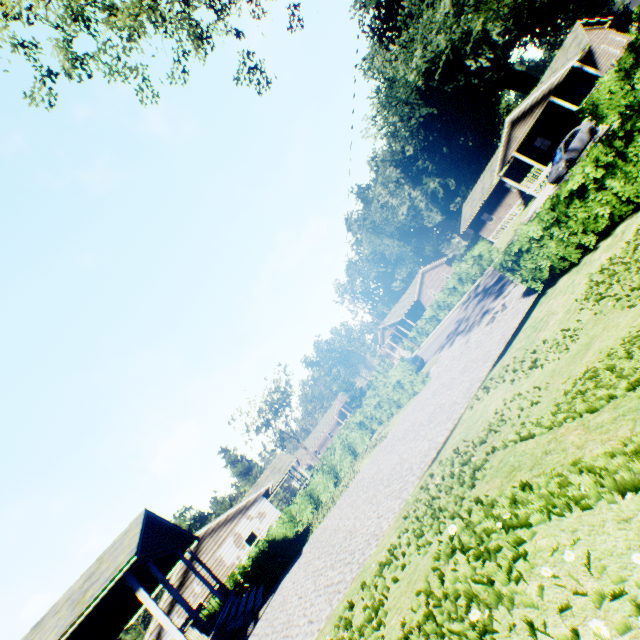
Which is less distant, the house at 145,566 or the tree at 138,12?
the tree at 138,12

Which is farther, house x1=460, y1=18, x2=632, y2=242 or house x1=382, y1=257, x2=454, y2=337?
house x1=382, y1=257, x2=454, y2=337

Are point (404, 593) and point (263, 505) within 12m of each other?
no

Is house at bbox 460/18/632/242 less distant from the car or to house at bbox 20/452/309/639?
the car

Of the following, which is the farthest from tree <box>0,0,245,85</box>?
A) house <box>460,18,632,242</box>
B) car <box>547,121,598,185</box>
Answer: car <box>547,121,598,185</box>

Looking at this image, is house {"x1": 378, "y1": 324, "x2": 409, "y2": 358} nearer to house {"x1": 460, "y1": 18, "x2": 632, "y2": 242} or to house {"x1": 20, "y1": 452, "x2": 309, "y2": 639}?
house {"x1": 460, "y1": 18, "x2": 632, "y2": 242}

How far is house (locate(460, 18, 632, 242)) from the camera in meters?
28.1

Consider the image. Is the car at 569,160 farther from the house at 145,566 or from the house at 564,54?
the house at 145,566
